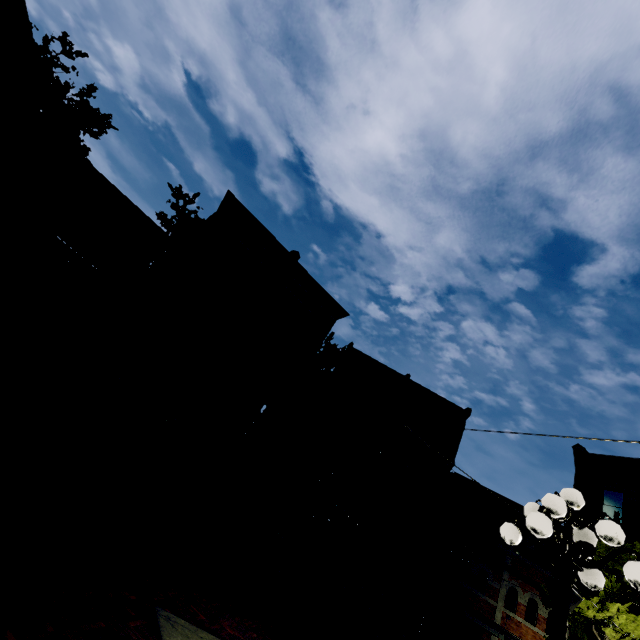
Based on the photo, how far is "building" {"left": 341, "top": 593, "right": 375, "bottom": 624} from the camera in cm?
1742

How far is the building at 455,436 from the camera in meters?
22.5

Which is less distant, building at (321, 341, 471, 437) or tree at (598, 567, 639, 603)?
tree at (598, 567, 639, 603)

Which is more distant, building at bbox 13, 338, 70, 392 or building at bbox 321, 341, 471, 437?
building at bbox 321, 341, 471, 437

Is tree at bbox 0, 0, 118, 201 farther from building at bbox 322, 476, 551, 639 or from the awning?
the awning

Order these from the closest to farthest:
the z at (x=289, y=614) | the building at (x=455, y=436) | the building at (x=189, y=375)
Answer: the z at (x=289, y=614) → the building at (x=189, y=375) → the building at (x=455, y=436)

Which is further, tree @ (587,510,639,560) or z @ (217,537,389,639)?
tree @ (587,510,639,560)

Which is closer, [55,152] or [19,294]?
[55,152]
